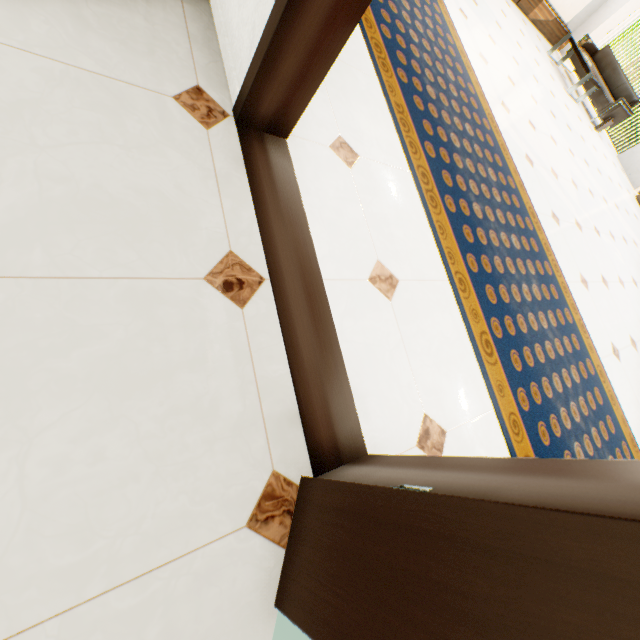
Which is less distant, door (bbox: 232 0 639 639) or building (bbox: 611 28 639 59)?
door (bbox: 232 0 639 639)

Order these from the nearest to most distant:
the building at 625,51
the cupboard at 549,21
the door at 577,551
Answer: the door at 577,551 < the cupboard at 549,21 < the building at 625,51

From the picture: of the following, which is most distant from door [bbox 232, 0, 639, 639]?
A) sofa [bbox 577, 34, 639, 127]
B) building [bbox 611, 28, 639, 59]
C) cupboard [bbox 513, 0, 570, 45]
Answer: building [bbox 611, 28, 639, 59]

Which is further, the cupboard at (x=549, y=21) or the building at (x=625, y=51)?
the building at (x=625, y=51)

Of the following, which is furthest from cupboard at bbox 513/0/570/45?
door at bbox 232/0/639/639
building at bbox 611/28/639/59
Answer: building at bbox 611/28/639/59

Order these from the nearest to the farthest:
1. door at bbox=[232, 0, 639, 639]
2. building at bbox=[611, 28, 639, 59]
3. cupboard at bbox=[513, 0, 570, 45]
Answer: door at bbox=[232, 0, 639, 639], cupboard at bbox=[513, 0, 570, 45], building at bbox=[611, 28, 639, 59]

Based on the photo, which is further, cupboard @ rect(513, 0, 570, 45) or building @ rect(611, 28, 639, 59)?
building @ rect(611, 28, 639, 59)

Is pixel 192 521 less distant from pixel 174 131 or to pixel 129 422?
pixel 129 422
